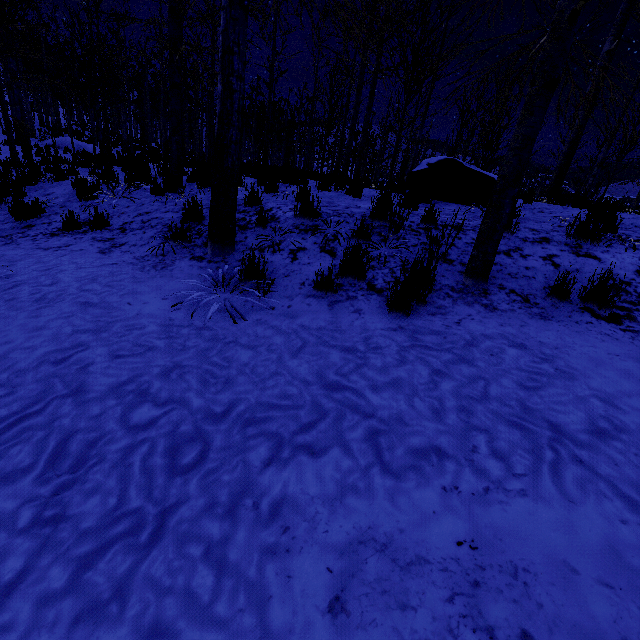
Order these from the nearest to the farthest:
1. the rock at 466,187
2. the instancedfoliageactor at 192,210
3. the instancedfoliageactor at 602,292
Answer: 1. the instancedfoliageactor at 602,292
2. the instancedfoliageactor at 192,210
3. the rock at 466,187

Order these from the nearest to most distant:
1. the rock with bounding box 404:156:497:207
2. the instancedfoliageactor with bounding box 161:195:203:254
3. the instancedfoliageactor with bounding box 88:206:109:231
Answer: the instancedfoliageactor with bounding box 161:195:203:254
the instancedfoliageactor with bounding box 88:206:109:231
the rock with bounding box 404:156:497:207

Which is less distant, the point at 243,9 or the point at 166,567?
the point at 166,567

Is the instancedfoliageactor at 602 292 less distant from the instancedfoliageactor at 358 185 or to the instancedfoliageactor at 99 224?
the instancedfoliageactor at 358 185

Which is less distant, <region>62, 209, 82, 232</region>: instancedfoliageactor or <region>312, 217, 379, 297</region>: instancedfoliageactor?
<region>312, 217, 379, 297</region>: instancedfoliageactor

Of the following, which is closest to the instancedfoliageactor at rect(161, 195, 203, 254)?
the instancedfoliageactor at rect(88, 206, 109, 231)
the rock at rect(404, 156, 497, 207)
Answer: the rock at rect(404, 156, 497, 207)

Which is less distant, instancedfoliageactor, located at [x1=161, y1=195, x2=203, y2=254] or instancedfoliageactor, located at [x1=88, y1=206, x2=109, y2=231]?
instancedfoliageactor, located at [x1=161, y1=195, x2=203, y2=254]
